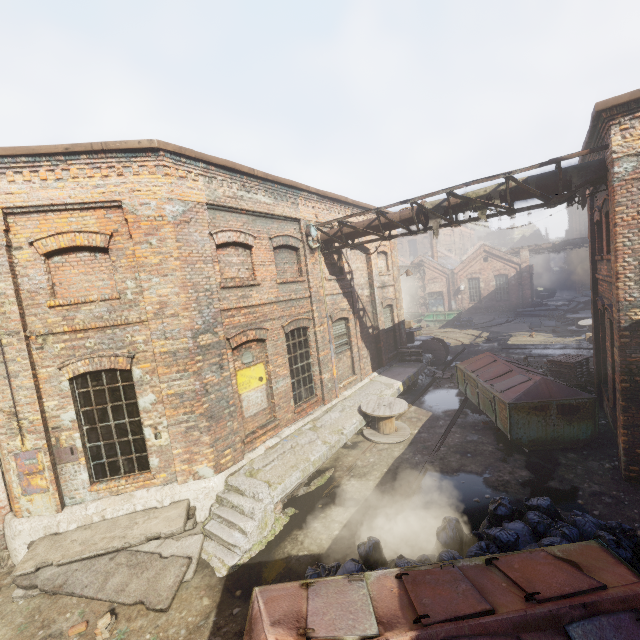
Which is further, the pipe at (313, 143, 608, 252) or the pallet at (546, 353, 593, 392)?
the pallet at (546, 353, 593, 392)

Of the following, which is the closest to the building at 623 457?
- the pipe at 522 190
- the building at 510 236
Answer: the pipe at 522 190

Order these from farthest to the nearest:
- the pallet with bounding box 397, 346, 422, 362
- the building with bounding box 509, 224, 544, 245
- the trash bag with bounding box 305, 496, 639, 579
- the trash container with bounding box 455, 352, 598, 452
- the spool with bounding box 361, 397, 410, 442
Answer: the building with bounding box 509, 224, 544, 245
the pallet with bounding box 397, 346, 422, 362
the spool with bounding box 361, 397, 410, 442
the trash container with bounding box 455, 352, 598, 452
the trash bag with bounding box 305, 496, 639, 579

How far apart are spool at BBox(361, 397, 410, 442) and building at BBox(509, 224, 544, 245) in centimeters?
6097cm

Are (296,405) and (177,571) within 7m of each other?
yes

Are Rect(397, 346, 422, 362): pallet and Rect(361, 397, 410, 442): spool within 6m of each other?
yes

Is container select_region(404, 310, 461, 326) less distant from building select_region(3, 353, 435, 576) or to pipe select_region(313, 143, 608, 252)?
building select_region(3, 353, 435, 576)

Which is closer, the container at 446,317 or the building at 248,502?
the building at 248,502
